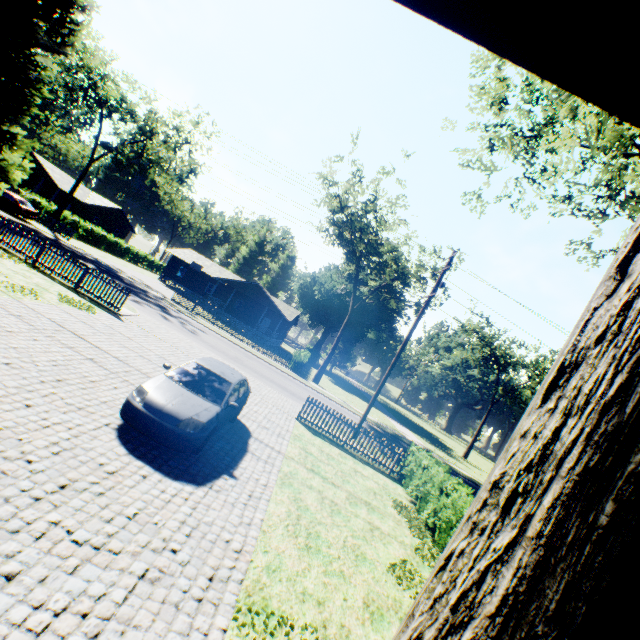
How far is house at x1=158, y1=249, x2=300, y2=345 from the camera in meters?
43.0

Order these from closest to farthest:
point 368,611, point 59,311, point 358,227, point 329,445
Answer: point 368,611, point 59,311, point 329,445, point 358,227

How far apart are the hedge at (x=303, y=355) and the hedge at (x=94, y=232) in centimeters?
3058cm

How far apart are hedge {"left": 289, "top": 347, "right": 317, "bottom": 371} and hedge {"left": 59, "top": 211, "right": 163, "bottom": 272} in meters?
30.6

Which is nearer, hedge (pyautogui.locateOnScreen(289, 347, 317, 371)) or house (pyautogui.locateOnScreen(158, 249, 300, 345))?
hedge (pyautogui.locateOnScreen(289, 347, 317, 371))

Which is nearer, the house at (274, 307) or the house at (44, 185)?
the house at (44, 185)

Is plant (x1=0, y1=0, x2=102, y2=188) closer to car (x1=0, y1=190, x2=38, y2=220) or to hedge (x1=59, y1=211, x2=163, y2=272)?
car (x1=0, y1=190, x2=38, y2=220)
